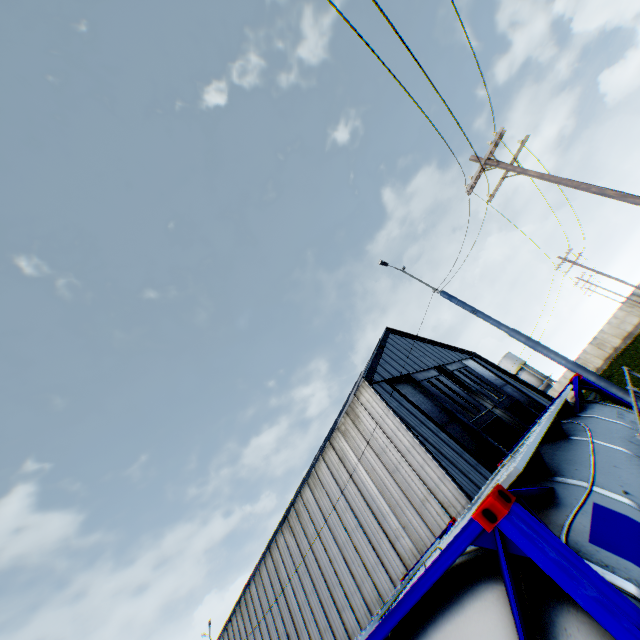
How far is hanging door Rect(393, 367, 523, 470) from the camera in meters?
21.1 m

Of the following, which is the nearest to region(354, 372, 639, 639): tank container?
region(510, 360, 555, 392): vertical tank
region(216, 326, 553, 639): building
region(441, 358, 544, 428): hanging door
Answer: region(216, 326, 553, 639): building

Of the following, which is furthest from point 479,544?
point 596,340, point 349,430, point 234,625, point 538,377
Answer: point 538,377

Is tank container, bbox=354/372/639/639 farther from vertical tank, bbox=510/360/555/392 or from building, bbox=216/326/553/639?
vertical tank, bbox=510/360/555/392

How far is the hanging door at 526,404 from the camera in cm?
2716

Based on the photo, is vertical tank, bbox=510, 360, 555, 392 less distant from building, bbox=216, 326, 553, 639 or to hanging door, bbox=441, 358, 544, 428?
building, bbox=216, 326, 553, 639

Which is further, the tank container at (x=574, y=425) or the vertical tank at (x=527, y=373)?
the vertical tank at (x=527, y=373)
